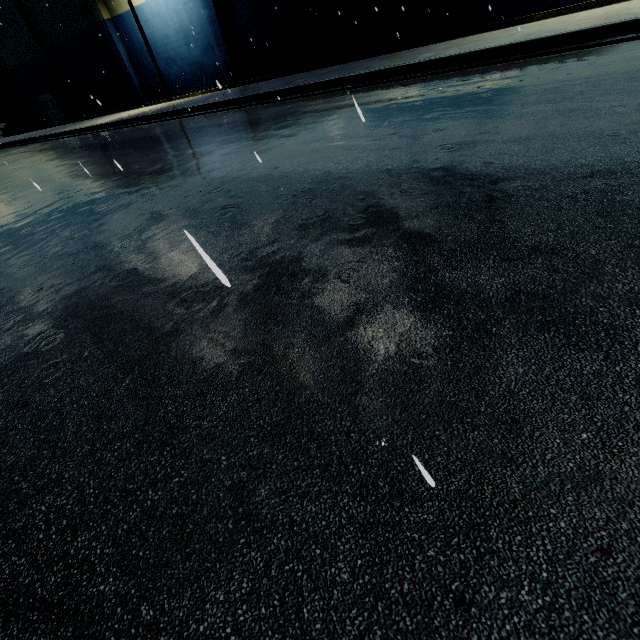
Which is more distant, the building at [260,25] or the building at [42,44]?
the building at [42,44]

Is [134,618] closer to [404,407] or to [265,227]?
[404,407]

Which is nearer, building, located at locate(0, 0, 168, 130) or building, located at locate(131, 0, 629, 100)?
building, located at locate(131, 0, 629, 100)
